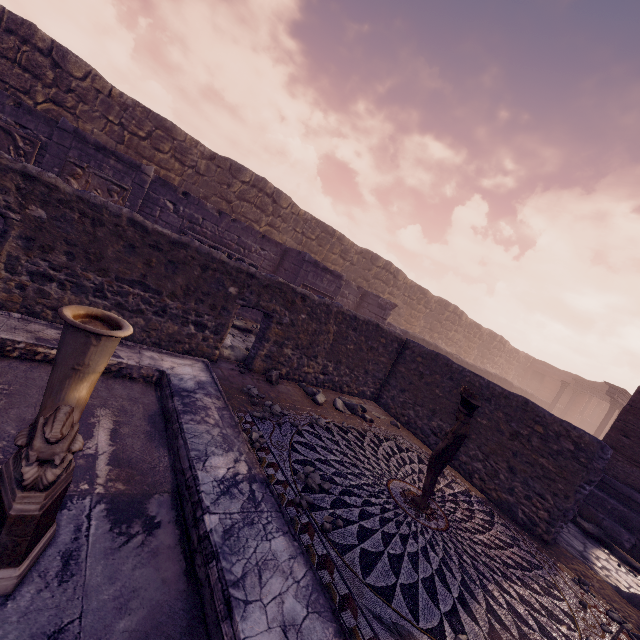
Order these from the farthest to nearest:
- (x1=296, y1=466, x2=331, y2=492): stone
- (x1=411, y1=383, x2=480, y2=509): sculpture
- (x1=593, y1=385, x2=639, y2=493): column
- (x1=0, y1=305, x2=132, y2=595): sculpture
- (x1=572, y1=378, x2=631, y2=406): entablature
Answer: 1. (x1=572, y1=378, x2=631, y2=406): entablature
2. (x1=593, y1=385, x2=639, y2=493): column
3. (x1=411, y1=383, x2=480, y2=509): sculpture
4. (x1=296, y1=466, x2=331, y2=492): stone
5. (x1=0, y1=305, x2=132, y2=595): sculpture

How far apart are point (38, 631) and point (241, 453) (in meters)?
1.82

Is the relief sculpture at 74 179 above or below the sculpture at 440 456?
above

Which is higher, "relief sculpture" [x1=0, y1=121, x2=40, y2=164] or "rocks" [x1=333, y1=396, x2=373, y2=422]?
"relief sculpture" [x1=0, y1=121, x2=40, y2=164]

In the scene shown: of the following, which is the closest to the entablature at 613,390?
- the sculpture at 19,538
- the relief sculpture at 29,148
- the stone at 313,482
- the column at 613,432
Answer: the column at 613,432

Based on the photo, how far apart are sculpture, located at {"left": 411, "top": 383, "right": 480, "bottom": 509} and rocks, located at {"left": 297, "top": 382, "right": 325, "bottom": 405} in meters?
2.4

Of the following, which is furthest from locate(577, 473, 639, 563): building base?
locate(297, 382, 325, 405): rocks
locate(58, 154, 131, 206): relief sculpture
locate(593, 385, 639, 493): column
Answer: locate(58, 154, 131, 206): relief sculpture

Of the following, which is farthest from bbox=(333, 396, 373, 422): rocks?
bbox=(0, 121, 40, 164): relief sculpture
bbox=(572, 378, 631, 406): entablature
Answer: bbox=(572, 378, 631, 406): entablature
